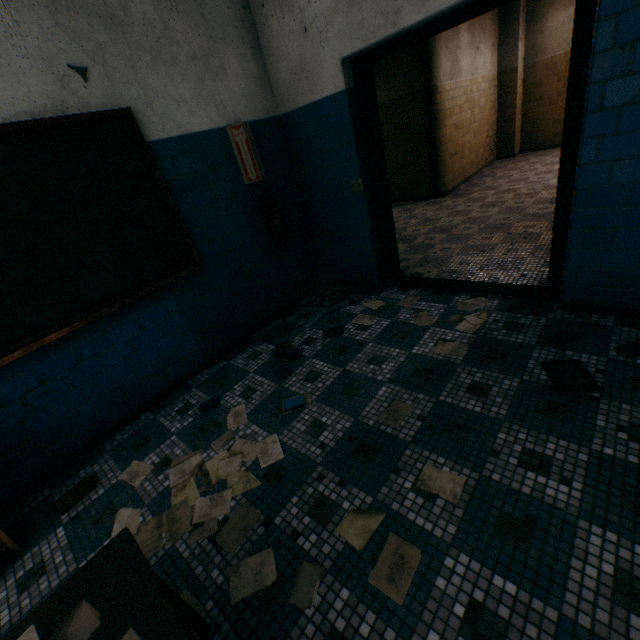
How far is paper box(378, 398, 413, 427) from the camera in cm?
209

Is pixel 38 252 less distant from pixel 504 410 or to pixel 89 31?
pixel 89 31

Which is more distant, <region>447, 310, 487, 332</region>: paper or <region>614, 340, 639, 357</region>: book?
<region>447, 310, 487, 332</region>: paper

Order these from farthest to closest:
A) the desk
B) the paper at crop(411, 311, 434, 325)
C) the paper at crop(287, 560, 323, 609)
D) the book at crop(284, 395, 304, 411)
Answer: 1. the paper at crop(411, 311, 434, 325)
2. the book at crop(284, 395, 304, 411)
3. the paper at crop(287, 560, 323, 609)
4. the desk

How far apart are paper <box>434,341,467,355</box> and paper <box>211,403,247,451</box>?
1.38m

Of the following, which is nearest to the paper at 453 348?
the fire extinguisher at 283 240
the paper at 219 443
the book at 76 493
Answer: the paper at 219 443

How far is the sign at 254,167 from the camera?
3.0m

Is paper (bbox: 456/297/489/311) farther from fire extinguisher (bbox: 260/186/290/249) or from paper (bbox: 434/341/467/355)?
fire extinguisher (bbox: 260/186/290/249)
